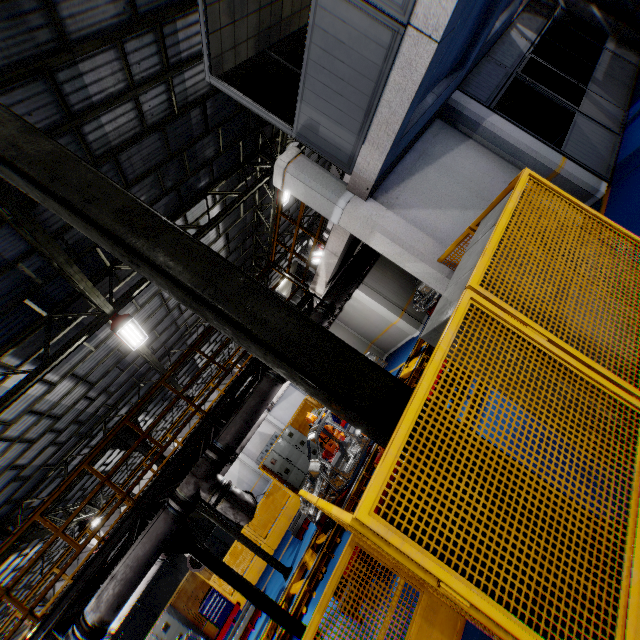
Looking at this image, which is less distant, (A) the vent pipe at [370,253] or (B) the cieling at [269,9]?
(B) the cieling at [269,9]

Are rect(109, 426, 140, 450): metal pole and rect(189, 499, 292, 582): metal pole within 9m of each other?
yes

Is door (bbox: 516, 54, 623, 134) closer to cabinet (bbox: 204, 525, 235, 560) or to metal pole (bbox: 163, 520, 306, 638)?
metal pole (bbox: 163, 520, 306, 638)

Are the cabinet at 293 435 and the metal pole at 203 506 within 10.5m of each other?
yes

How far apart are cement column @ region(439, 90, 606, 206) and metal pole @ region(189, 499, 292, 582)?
11.74m

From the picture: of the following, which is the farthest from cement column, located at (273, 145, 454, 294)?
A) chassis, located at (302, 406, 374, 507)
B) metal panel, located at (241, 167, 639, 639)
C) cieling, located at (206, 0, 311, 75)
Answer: chassis, located at (302, 406, 374, 507)

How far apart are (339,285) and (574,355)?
6.0 meters

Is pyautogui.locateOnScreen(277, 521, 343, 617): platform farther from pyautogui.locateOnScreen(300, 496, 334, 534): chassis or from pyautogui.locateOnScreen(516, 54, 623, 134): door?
pyautogui.locateOnScreen(516, 54, 623, 134): door
